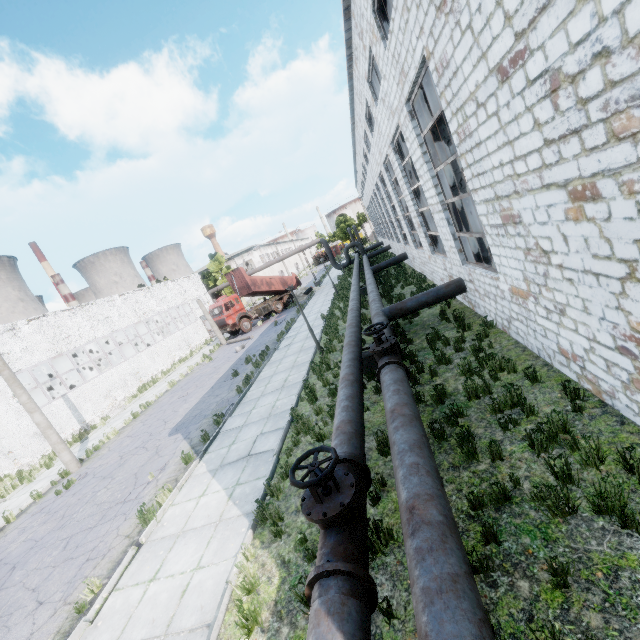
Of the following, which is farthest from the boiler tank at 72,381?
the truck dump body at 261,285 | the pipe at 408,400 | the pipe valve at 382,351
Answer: the pipe at 408,400

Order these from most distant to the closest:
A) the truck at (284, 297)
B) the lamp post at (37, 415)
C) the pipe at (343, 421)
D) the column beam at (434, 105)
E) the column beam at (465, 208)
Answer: the truck at (284, 297), the lamp post at (37, 415), the column beam at (465, 208), the column beam at (434, 105), the pipe at (343, 421)

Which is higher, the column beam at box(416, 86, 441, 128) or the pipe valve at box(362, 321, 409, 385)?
the column beam at box(416, 86, 441, 128)

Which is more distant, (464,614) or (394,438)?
(394,438)

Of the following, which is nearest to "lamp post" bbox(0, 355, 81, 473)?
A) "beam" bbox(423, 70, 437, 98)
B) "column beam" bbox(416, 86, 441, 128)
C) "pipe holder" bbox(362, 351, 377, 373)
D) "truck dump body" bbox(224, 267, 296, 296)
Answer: "pipe holder" bbox(362, 351, 377, 373)

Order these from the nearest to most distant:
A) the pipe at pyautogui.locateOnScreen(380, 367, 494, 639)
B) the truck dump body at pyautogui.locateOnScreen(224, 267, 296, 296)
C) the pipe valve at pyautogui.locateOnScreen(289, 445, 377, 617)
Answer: the pipe at pyautogui.locateOnScreen(380, 367, 494, 639)
the pipe valve at pyautogui.locateOnScreen(289, 445, 377, 617)
the truck dump body at pyautogui.locateOnScreen(224, 267, 296, 296)

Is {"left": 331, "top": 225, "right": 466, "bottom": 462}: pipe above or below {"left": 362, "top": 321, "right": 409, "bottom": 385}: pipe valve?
below

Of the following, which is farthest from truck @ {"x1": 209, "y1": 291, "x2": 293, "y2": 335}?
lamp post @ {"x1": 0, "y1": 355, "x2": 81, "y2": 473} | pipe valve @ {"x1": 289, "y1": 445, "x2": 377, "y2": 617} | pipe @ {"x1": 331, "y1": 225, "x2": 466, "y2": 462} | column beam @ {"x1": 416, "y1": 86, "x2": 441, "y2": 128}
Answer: pipe valve @ {"x1": 289, "y1": 445, "x2": 377, "y2": 617}
